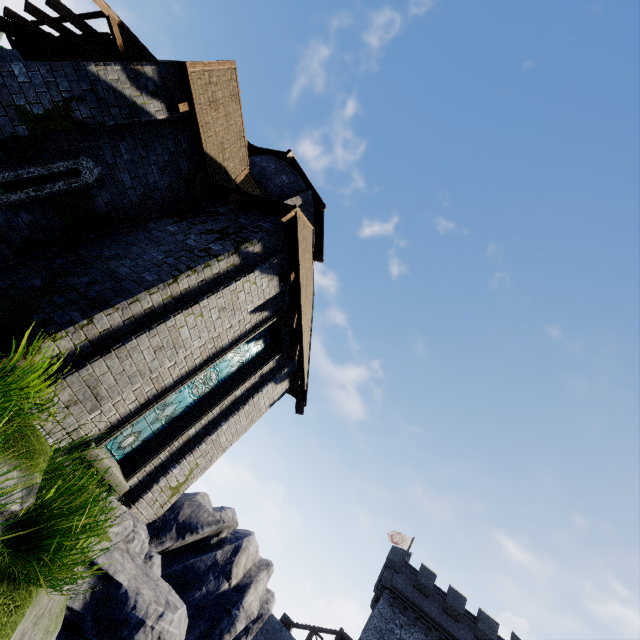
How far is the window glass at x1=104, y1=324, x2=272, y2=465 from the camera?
6.7 meters

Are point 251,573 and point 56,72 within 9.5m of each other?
no

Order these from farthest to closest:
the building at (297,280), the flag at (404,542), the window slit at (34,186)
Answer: the flag at (404,542) < the window slit at (34,186) < the building at (297,280)

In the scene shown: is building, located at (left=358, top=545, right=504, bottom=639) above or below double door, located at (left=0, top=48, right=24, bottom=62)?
above

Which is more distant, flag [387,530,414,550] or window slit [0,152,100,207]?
flag [387,530,414,550]

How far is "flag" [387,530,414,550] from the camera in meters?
34.8

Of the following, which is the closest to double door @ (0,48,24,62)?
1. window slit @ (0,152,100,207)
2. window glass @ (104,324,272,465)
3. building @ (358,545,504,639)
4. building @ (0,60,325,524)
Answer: building @ (0,60,325,524)

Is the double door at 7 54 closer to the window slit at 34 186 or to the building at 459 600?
the window slit at 34 186
